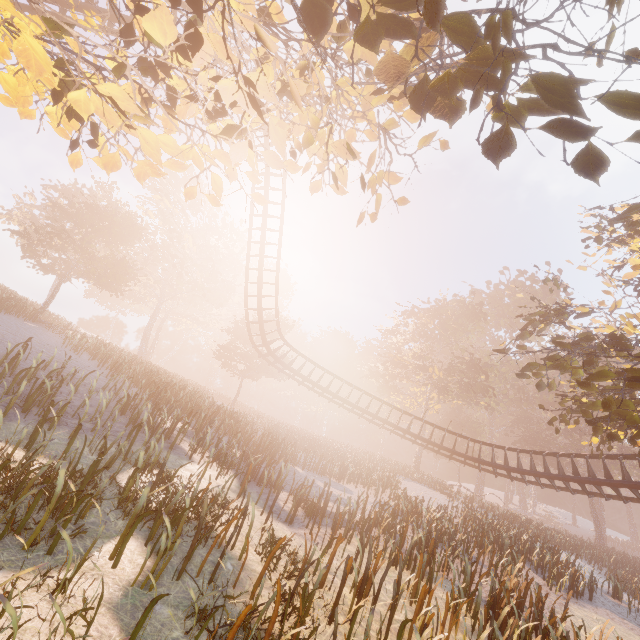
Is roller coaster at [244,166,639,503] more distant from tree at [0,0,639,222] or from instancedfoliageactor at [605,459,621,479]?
instancedfoliageactor at [605,459,621,479]

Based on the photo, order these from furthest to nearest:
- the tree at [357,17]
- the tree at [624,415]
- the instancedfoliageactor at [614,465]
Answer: the instancedfoliageactor at [614,465], the tree at [624,415], the tree at [357,17]

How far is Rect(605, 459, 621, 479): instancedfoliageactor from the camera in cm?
4018

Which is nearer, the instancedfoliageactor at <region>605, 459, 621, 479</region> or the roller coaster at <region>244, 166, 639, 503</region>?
the roller coaster at <region>244, 166, 639, 503</region>

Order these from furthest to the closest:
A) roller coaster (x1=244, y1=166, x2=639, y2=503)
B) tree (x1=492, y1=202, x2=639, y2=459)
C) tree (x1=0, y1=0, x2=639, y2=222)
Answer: roller coaster (x1=244, y1=166, x2=639, y2=503) → tree (x1=492, y1=202, x2=639, y2=459) → tree (x1=0, y1=0, x2=639, y2=222)

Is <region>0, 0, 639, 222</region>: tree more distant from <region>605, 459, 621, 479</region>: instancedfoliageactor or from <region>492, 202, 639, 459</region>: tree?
<region>605, 459, 621, 479</region>: instancedfoliageactor

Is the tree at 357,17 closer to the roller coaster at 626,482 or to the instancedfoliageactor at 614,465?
the roller coaster at 626,482

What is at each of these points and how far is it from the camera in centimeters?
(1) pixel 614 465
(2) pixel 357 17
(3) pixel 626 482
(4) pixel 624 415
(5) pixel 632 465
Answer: (1) instancedfoliageactor, 4191cm
(2) tree, 438cm
(3) roller coaster, 1552cm
(4) tree, 1134cm
(5) instancedfoliageactor, 4062cm
